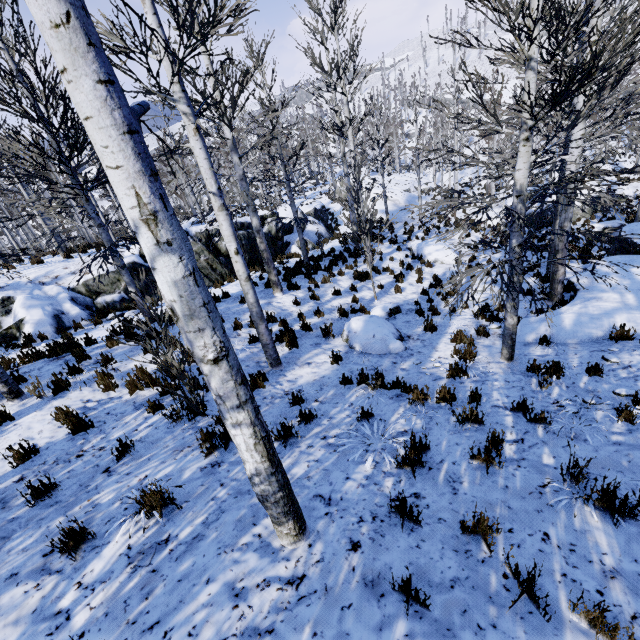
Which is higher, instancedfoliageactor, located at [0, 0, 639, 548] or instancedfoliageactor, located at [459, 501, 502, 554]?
instancedfoliageactor, located at [0, 0, 639, 548]

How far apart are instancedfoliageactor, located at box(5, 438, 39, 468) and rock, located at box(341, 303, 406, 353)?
5.9m

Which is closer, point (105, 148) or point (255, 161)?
point (105, 148)

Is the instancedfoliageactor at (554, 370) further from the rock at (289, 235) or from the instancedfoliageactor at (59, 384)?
the instancedfoliageactor at (59, 384)

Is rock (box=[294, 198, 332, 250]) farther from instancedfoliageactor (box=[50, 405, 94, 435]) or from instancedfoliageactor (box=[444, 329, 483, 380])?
instancedfoliageactor (box=[444, 329, 483, 380])

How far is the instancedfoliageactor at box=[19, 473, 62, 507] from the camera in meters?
3.6

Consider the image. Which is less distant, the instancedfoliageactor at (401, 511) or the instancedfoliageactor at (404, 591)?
the instancedfoliageactor at (404, 591)
